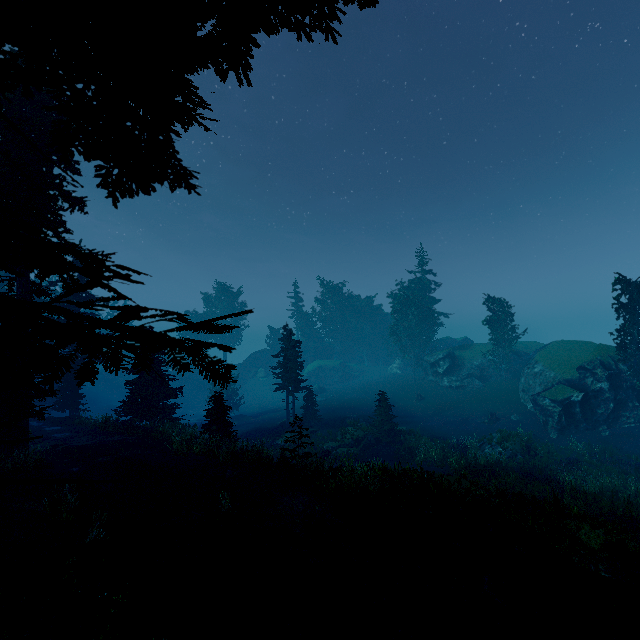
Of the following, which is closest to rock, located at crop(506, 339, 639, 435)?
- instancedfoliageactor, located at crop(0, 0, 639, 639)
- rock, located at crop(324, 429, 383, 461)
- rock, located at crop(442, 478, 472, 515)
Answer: instancedfoliageactor, located at crop(0, 0, 639, 639)

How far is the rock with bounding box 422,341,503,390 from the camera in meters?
43.9 m

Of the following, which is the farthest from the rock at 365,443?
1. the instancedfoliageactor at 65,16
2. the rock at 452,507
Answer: the rock at 452,507

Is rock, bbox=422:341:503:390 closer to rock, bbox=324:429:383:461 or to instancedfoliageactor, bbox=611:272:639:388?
instancedfoliageactor, bbox=611:272:639:388

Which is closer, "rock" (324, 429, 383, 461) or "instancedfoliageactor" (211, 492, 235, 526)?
"instancedfoliageactor" (211, 492, 235, 526)

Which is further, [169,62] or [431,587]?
[431,587]

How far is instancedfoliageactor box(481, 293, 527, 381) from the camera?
43.1m

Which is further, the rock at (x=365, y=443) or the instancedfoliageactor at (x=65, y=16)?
the rock at (x=365, y=443)
